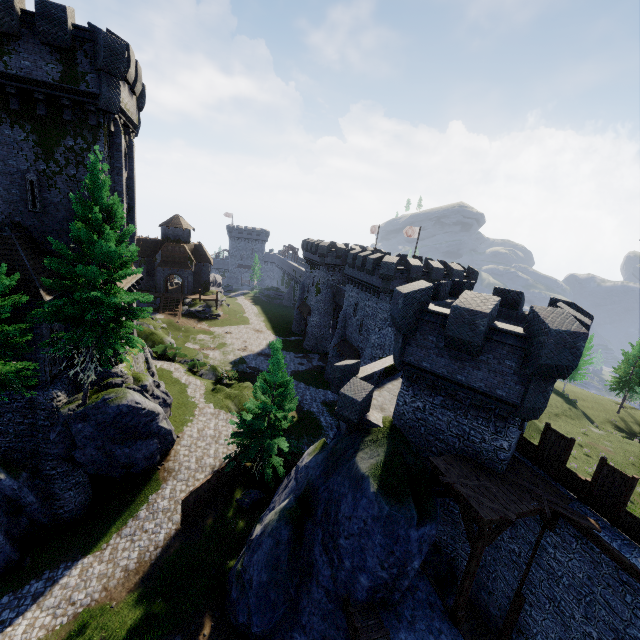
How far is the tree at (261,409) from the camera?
21.14m

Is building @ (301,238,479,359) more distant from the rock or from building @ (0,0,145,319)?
building @ (0,0,145,319)

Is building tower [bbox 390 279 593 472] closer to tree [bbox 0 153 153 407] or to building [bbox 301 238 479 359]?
building [bbox 301 238 479 359]

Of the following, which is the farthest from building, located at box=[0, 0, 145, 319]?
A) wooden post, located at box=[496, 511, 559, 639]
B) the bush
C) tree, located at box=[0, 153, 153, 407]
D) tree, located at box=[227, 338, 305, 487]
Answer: wooden post, located at box=[496, 511, 559, 639]

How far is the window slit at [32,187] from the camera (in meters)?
18.52

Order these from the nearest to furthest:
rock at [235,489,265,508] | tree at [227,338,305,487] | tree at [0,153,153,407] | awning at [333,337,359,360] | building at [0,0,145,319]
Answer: tree at [0,153,153,407] → building at [0,0,145,319] → tree at [227,338,305,487] → rock at [235,489,265,508] → awning at [333,337,359,360]

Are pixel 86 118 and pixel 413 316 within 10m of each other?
no

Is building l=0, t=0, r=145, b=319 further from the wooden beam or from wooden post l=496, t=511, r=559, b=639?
wooden post l=496, t=511, r=559, b=639
